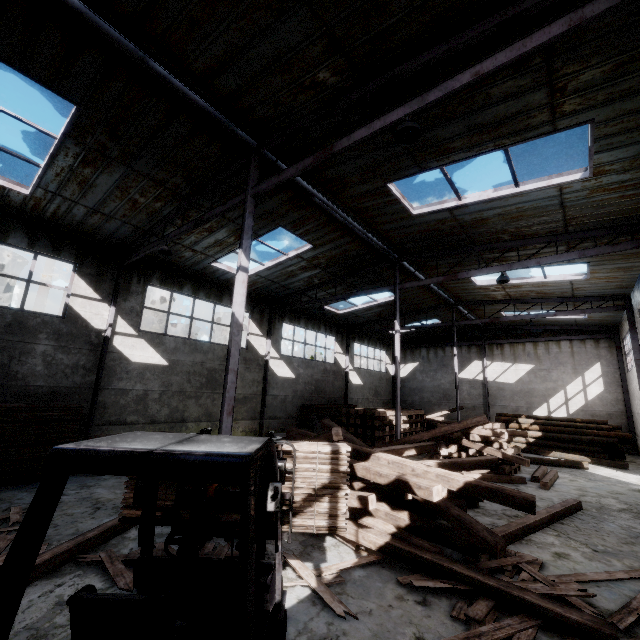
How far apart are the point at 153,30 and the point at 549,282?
16.7 meters

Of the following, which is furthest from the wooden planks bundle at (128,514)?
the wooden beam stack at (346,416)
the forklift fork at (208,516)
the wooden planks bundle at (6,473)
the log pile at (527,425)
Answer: the log pile at (527,425)

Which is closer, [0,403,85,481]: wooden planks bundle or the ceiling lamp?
the ceiling lamp

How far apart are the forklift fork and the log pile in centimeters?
2011cm

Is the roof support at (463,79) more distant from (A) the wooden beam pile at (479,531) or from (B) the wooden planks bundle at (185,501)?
(B) the wooden planks bundle at (185,501)

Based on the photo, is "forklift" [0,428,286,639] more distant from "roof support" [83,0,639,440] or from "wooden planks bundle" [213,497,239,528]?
"roof support" [83,0,639,440]

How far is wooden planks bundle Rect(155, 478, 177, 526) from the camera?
3.8 meters

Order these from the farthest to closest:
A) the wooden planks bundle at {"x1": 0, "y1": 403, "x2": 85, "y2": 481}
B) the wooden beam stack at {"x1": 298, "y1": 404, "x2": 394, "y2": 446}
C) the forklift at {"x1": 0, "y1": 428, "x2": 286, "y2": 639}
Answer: the wooden beam stack at {"x1": 298, "y1": 404, "x2": 394, "y2": 446} < the wooden planks bundle at {"x1": 0, "y1": 403, "x2": 85, "y2": 481} < the forklift at {"x1": 0, "y1": 428, "x2": 286, "y2": 639}
